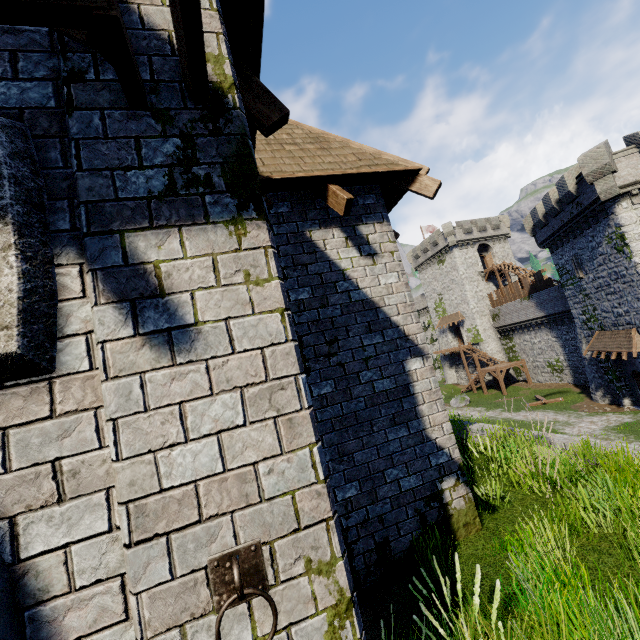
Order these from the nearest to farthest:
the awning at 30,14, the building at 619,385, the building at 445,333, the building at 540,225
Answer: the awning at 30,14 < the building at 540,225 < the building at 619,385 < the building at 445,333

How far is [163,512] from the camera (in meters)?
1.46

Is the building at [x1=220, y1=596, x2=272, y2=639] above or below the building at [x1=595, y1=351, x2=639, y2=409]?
above

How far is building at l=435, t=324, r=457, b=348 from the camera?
49.3 meters

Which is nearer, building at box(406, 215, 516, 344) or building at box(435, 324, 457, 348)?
building at box(406, 215, 516, 344)

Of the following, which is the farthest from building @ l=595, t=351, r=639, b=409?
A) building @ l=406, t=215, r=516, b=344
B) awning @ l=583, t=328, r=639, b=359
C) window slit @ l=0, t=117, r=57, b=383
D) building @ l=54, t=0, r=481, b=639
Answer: window slit @ l=0, t=117, r=57, b=383

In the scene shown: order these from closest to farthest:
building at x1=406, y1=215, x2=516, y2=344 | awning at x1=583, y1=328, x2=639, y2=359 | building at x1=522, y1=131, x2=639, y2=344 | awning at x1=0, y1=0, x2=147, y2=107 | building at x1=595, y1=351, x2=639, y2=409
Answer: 1. awning at x1=0, y1=0, x2=147, y2=107
2. building at x1=522, y1=131, x2=639, y2=344
3. awning at x1=583, y1=328, x2=639, y2=359
4. building at x1=595, y1=351, x2=639, y2=409
5. building at x1=406, y1=215, x2=516, y2=344

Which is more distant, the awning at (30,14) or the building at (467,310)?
the building at (467,310)
